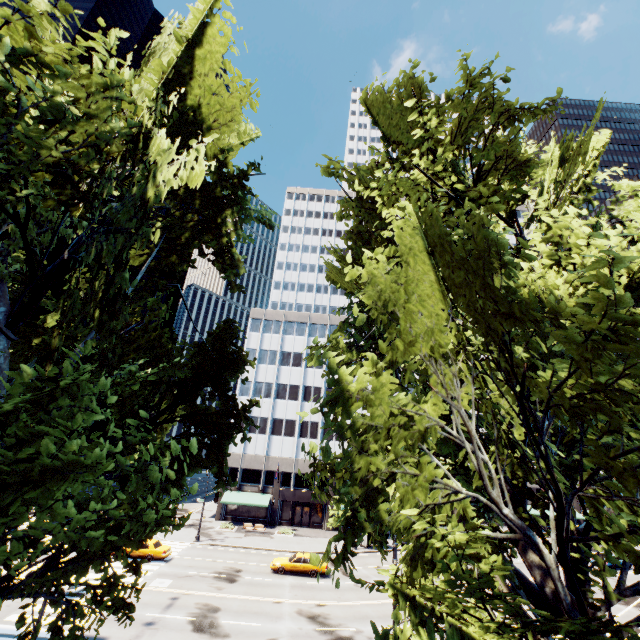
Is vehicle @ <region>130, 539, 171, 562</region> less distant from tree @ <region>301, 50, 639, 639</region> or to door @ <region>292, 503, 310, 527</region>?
door @ <region>292, 503, 310, 527</region>

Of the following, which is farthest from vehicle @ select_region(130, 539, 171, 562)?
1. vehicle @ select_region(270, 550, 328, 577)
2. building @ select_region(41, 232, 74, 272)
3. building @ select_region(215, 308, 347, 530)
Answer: building @ select_region(41, 232, 74, 272)

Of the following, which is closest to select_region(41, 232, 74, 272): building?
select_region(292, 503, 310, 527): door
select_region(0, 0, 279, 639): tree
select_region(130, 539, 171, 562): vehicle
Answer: select_region(130, 539, 171, 562): vehicle

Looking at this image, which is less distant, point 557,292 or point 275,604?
point 557,292

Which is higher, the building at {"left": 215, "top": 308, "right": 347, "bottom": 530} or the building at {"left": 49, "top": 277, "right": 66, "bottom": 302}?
the building at {"left": 49, "top": 277, "right": 66, "bottom": 302}

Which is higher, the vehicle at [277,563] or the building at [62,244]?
the building at [62,244]

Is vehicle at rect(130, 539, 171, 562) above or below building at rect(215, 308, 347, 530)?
below

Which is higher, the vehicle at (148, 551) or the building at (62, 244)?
the building at (62, 244)
